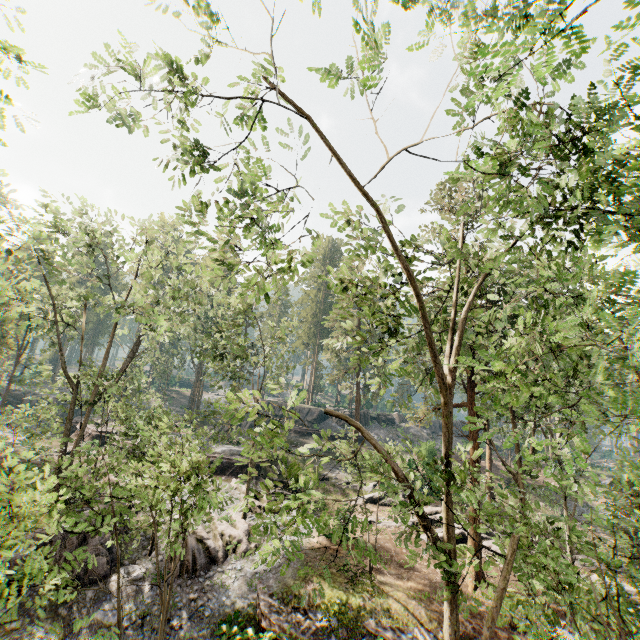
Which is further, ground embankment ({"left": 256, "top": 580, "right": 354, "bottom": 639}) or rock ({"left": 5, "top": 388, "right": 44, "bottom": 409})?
rock ({"left": 5, "top": 388, "right": 44, "bottom": 409})

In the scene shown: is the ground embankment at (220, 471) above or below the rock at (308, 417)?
below

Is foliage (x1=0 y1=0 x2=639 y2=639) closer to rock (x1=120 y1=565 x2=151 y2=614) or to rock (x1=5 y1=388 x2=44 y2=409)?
rock (x1=120 y1=565 x2=151 y2=614)

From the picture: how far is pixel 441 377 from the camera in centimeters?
749cm

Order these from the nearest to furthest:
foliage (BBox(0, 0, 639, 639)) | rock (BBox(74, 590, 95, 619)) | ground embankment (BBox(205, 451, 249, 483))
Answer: foliage (BBox(0, 0, 639, 639)), rock (BBox(74, 590, 95, 619)), ground embankment (BBox(205, 451, 249, 483))

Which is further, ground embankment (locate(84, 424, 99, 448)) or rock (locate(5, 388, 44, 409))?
rock (locate(5, 388, 44, 409))

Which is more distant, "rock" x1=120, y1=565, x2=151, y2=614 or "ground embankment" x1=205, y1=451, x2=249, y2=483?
"ground embankment" x1=205, y1=451, x2=249, y2=483

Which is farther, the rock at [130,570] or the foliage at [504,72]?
the rock at [130,570]
